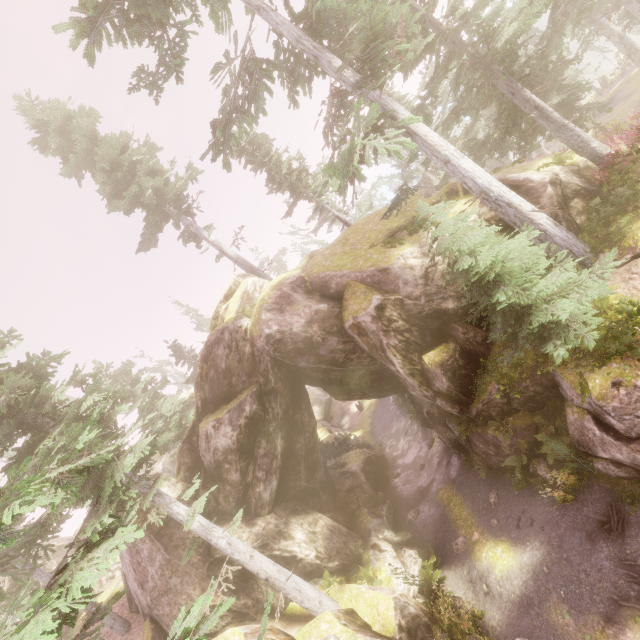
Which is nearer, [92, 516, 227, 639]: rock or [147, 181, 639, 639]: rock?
[147, 181, 639, 639]: rock

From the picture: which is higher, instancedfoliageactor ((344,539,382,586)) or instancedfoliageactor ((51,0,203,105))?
instancedfoliageactor ((51,0,203,105))

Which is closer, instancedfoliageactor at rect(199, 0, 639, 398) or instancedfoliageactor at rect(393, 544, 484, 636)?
instancedfoliageactor at rect(199, 0, 639, 398)

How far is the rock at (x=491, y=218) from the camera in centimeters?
1309cm

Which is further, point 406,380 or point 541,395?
point 406,380

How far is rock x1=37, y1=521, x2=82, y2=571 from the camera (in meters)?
27.89

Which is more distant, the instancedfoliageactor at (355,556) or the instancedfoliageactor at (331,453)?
the instancedfoliageactor at (331,453)
